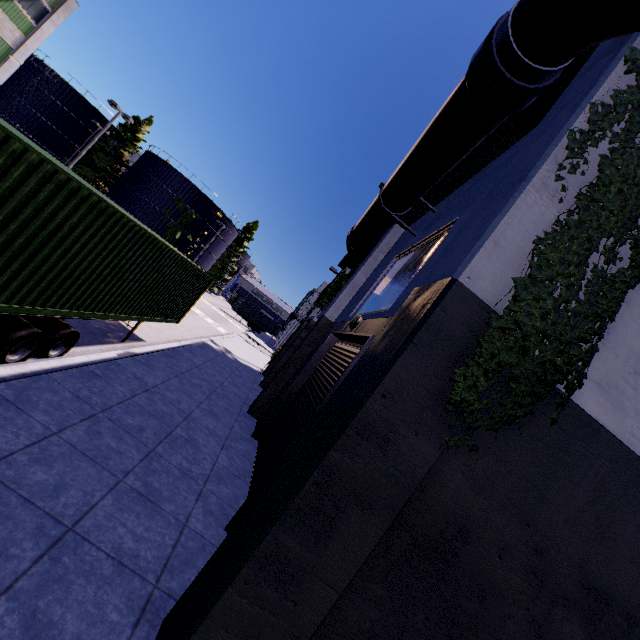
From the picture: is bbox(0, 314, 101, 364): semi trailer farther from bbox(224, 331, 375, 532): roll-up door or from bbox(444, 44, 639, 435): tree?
bbox(224, 331, 375, 532): roll-up door

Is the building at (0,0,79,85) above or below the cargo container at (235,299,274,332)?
above

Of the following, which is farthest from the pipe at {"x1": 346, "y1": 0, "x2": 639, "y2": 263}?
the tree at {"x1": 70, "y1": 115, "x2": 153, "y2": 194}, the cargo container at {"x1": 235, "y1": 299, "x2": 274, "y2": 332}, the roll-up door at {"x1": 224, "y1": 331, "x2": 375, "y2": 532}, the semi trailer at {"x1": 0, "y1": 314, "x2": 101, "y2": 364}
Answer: the cargo container at {"x1": 235, "y1": 299, "x2": 274, "y2": 332}

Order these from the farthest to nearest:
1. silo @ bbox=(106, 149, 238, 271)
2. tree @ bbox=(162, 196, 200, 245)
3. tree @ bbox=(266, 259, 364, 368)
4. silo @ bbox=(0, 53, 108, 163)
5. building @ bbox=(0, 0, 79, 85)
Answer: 1. tree @ bbox=(162, 196, 200, 245)
2. silo @ bbox=(106, 149, 238, 271)
3. silo @ bbox=(0, 53, 108, 163)
4. building @ bbox=(0, 0, 79, 85)
5. tree @ bbox=(266, 259, 364, 368)

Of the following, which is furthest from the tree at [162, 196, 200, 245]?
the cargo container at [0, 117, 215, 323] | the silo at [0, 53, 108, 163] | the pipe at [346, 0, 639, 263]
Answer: the cargo container at [0, 117, 215, 323]

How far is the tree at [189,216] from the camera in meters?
47.0 m

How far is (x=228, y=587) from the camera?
2.88m

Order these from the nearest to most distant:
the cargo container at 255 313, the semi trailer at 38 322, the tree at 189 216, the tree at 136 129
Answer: the semi trailer at 38 322 → the tree at 136 129 → the tree at 189 216 → the cargo container at 255 313
